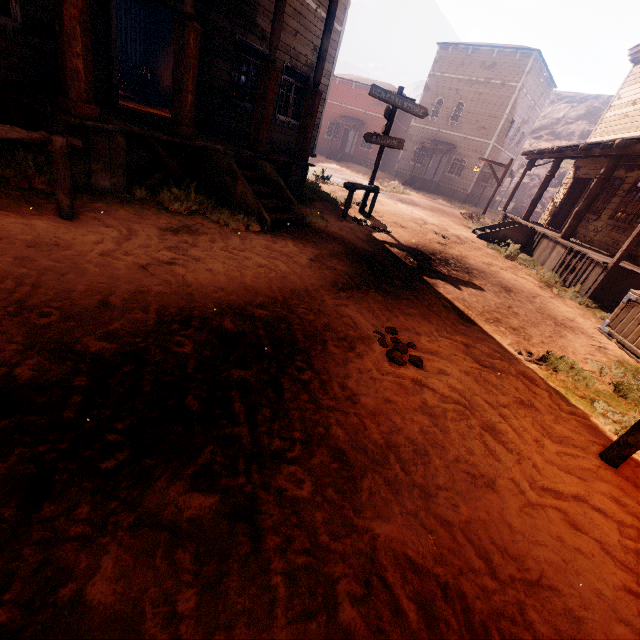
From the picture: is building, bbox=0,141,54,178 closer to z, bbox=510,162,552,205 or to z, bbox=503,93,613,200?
z, bbox=510,162,552,205

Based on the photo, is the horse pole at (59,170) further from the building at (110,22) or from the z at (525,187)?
the building at (110,22)

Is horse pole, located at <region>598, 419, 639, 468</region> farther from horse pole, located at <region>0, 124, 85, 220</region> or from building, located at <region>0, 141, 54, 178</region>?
horse pole, located at <region>0, 124, 85, 220</region>

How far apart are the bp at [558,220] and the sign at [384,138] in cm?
989

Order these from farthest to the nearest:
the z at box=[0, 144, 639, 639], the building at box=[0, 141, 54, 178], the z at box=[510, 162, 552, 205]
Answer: the z at box=[510, 162, 552, 205] → the building at box=[0, 141, 54, 178] → the z at box=[0, 144, 639, 639]

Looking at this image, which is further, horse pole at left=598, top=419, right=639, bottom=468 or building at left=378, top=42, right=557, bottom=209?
building at left=378, top=42, right=557, bottom=209

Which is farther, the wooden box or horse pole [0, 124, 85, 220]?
the wooden box

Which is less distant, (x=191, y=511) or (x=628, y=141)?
(x=191, y=511)
